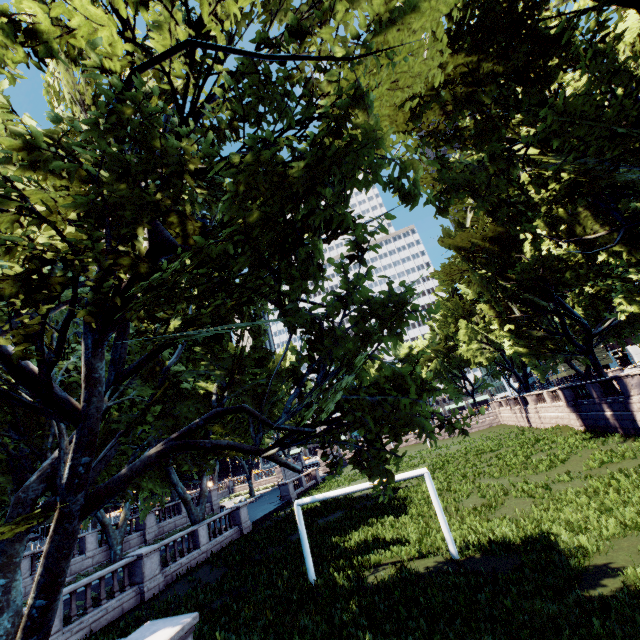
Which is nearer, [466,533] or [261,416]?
[261,416]
